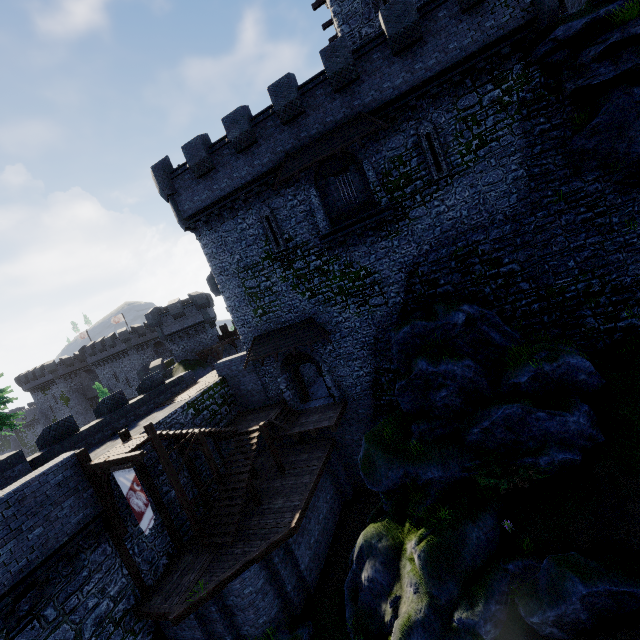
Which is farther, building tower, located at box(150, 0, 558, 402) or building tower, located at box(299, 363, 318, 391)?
building tower, located at box(299, 363, 318, 391)

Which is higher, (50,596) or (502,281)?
(502,281)

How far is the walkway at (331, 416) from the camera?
17.6m

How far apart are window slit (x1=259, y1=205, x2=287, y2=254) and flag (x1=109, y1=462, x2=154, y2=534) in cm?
1193

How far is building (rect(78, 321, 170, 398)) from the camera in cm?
5069

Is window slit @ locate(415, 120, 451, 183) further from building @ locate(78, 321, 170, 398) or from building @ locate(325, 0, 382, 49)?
building @ locate(78, 321, 170, 398)

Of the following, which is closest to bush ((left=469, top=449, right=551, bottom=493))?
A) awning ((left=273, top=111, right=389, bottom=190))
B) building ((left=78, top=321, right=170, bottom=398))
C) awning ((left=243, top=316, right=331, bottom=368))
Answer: awning ((left=243, top=316, right=331, bottom=368))

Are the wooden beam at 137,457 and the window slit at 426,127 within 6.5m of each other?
no
